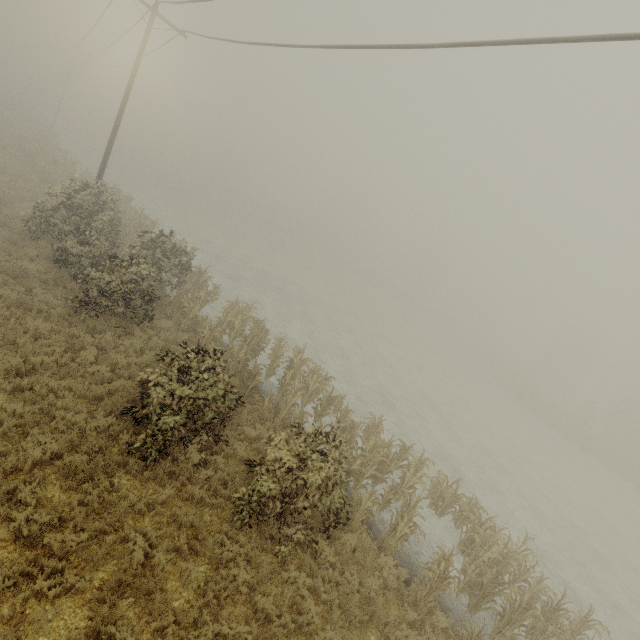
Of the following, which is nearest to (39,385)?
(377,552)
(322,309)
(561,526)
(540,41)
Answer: (377,552)
